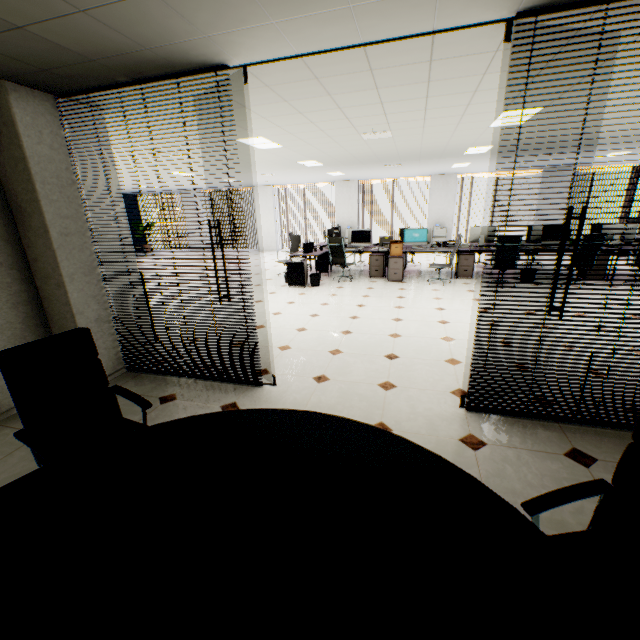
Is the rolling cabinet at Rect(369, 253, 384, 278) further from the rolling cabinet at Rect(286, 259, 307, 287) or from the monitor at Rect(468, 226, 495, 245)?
the monitor at Rect(468, 226, 495, 245)

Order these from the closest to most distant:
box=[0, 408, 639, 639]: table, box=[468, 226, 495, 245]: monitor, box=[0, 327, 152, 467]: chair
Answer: box=[0, 408, 639, 639]: table → box=[0, 327, 152, 467]: chair → box=[468, 226, 495, 245]: monitor

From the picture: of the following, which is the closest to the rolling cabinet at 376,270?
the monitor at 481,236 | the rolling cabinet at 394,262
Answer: the rolling cabinet at 394,262

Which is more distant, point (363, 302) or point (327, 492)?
point (363, 302)

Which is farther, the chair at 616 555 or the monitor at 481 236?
the monitor at 481 236

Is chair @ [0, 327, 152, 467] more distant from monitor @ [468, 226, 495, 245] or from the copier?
the copier

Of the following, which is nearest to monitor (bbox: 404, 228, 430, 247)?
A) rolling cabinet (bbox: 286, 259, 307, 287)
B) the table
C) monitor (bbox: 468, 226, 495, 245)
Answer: monitor (bbox: 468, 226, 495, 245)

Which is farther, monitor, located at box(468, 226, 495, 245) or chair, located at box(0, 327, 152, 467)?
monitor, located at box(468, 226, 495, 245)
